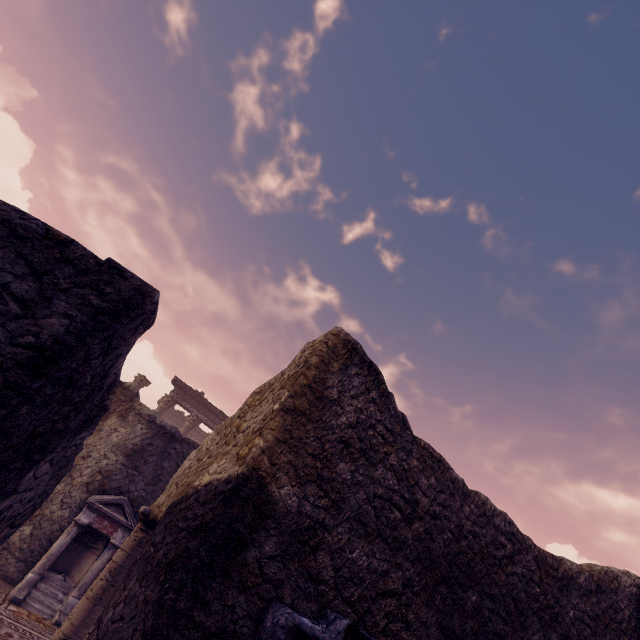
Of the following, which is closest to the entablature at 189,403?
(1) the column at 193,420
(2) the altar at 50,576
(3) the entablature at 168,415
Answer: (1) the column at 193,420

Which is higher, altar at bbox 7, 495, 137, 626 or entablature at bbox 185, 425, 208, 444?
entablature at bbox 185, 425, 208, 444

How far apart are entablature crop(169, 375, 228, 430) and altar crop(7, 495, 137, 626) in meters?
10.7 m

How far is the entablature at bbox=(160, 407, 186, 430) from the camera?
23.3 meters

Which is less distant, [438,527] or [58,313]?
[58,313]

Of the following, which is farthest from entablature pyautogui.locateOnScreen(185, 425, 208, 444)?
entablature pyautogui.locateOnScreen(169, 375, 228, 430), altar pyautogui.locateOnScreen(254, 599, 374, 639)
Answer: altar pyautogui.locateOnScreen(254, 599, 374, 639)

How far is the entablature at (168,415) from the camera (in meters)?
23.34

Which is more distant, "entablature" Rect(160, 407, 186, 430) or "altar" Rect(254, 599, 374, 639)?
"entablature" Rect(160, 407, 186, 430)
